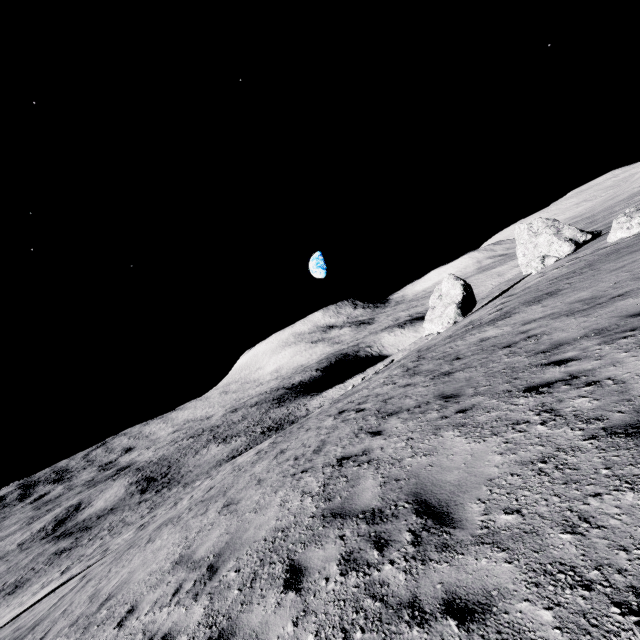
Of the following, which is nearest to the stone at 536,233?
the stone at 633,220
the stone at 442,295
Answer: the stone at 442,295

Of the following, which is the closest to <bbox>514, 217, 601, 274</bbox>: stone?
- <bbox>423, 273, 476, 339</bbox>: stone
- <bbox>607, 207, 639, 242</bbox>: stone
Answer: <bbox>423, 273, 476, 339</bbox>: stone

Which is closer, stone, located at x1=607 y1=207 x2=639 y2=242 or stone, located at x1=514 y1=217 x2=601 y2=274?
stone, located at x1=607 y1=207 x2=639 y2=242

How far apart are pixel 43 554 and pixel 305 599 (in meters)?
72.83

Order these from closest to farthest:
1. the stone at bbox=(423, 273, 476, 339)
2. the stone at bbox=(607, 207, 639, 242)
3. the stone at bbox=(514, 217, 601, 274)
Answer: the stone at bbox=(607, 207, 639, 242) < the stone at bbox=(514, 217, 601, 274) < the stone at bbox=(423, 273, 476, 339)

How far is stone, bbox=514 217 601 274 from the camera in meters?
33.4

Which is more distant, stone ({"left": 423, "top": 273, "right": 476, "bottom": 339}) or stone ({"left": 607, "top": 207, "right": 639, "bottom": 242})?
stone ({"left": 423, "top": 273, "right": 476, "bottom": 339})
